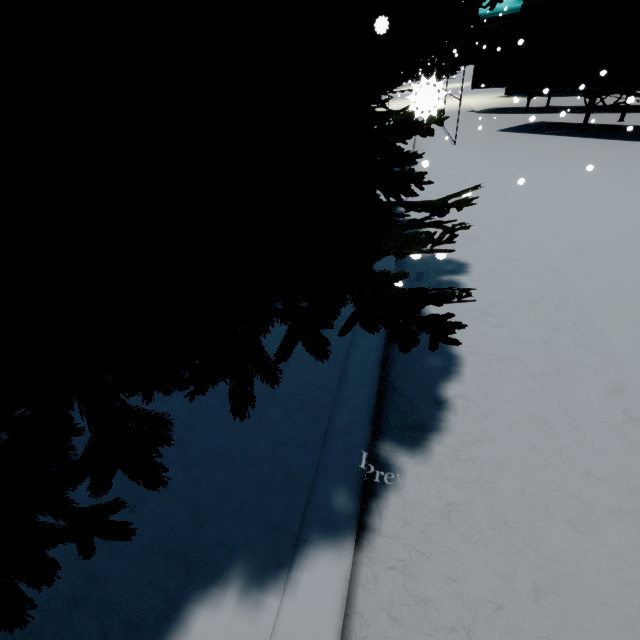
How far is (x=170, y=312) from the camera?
1.9m

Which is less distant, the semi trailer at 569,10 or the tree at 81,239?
the tree at 81,239

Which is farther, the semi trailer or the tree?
the semi trailer
